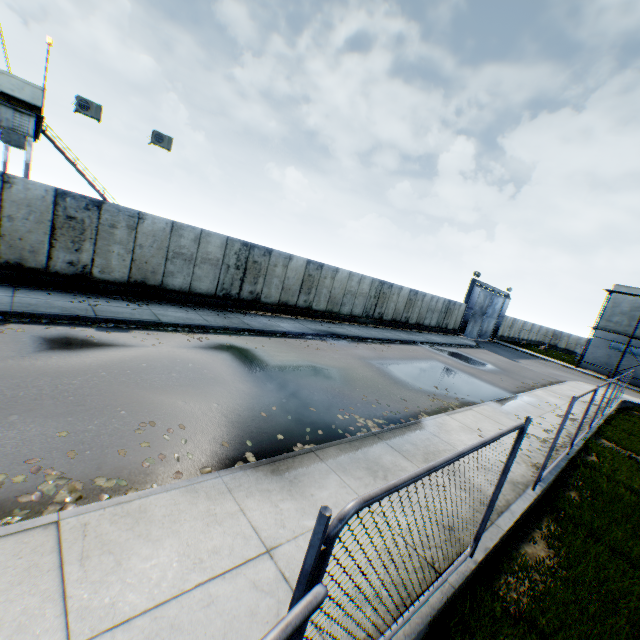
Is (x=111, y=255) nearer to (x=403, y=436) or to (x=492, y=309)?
(x=403, y=436)

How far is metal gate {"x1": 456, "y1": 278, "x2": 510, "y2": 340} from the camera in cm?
3341

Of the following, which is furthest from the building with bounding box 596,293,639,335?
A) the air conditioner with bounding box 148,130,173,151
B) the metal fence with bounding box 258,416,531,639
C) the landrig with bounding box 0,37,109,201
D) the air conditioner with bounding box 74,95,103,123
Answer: the landrig with bounding box 0,37,109,201

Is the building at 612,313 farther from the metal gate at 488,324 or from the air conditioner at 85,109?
the air conditioner at 85,109

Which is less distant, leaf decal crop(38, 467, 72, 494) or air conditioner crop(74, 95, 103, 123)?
leaf decal crop(38, 467, 72, 494)

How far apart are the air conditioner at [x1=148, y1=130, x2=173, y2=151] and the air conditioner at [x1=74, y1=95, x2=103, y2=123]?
1.83m

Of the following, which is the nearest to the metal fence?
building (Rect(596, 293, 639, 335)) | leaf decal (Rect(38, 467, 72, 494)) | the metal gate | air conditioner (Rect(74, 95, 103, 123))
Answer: leaf decal (Rect(38, 467, 72, 494))

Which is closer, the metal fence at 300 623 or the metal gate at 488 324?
the metal fence at 300 623
